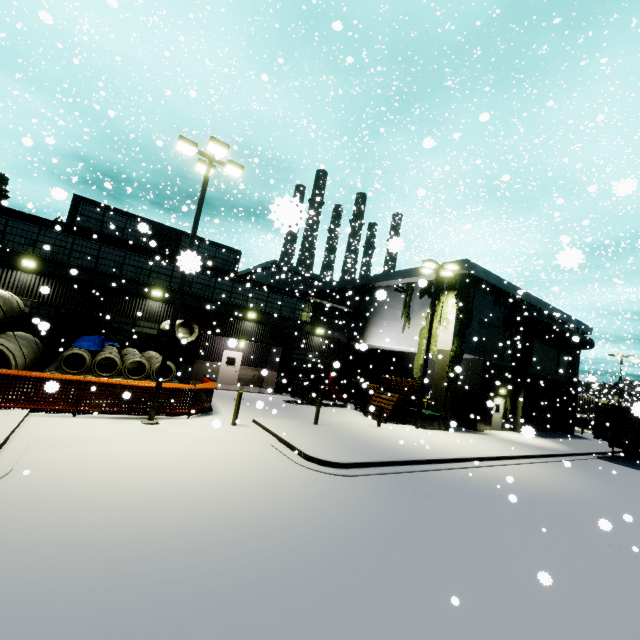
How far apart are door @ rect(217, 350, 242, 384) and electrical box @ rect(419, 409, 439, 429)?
12.4 meters

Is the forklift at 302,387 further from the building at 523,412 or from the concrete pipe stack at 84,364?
the concrete pipe stack at 84,364

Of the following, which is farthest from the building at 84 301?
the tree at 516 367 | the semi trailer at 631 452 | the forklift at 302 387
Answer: the semi trailer at 631 452

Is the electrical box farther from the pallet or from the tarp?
the tarp

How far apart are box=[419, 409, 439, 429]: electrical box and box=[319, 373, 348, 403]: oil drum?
6.3m

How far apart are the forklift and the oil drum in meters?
1.9 m

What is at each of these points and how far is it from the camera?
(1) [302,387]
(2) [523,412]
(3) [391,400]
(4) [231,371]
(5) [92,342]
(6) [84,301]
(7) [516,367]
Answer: (1) forklift, 22.8 meters
(2) building, 25.2 meters
(3) pallet, 20.3 meters
(4) door, 24.1 meters
(5) tarp, 13.7 meters
(6) building, 17.5 meters
(7) tree, 25.4 meters

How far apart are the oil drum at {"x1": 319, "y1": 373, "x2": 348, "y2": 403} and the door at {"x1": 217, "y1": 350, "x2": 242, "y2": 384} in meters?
6.6
